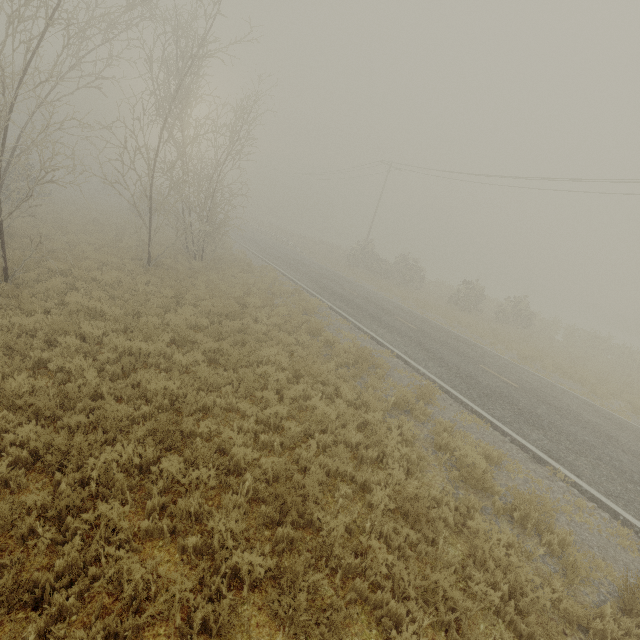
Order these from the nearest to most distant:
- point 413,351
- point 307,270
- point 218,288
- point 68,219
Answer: point 413,351 < point 218,288 < point 68,219 < point 307,270
